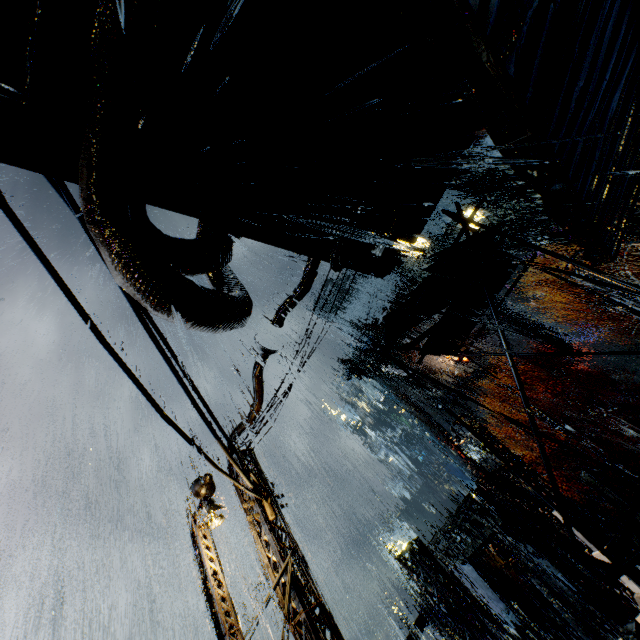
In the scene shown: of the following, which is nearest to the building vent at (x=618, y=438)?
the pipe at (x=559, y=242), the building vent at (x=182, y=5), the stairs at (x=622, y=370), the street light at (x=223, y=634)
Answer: the stairs at (x=622, y=370)

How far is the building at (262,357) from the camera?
8.72m

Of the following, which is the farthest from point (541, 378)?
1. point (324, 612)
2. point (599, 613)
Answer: point (324, 612)

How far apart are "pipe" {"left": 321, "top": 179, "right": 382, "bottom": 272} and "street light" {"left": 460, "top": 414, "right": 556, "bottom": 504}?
11.5m

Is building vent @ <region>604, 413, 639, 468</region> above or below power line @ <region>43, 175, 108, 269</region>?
below

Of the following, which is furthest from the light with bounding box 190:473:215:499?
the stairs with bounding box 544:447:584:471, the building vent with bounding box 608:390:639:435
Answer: the building vent with bounding box 608:390:639:435

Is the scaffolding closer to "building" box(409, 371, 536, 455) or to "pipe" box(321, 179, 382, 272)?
"building" box(409, 371, 536, 455)

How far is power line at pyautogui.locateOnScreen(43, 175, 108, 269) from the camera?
3.9m
